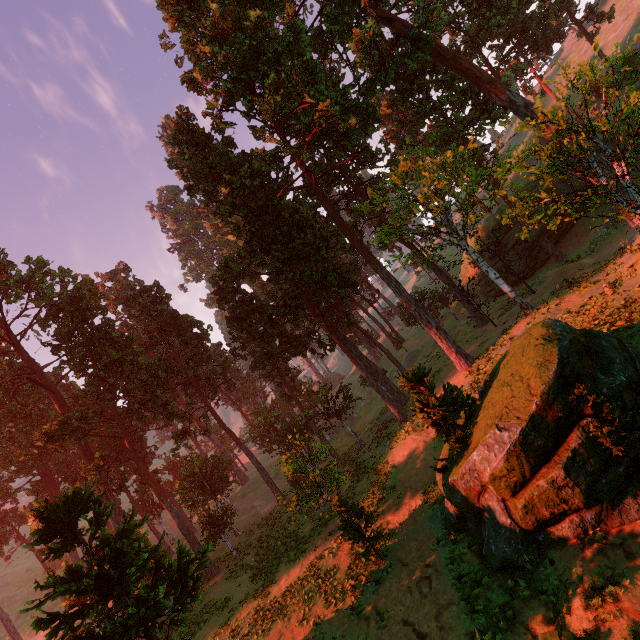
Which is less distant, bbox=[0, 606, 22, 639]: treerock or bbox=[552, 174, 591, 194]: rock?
bbox=[552, 174, 591, 194]: rock

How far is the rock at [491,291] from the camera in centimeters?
3812cm

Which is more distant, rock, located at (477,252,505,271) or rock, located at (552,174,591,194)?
rock, located at (477,252,505,271)

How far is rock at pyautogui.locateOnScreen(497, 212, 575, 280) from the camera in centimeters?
3309cm

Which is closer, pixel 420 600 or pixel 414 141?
pixel 420 600

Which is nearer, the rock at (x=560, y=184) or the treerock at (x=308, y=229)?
the treerock at (x=308, y=229)
